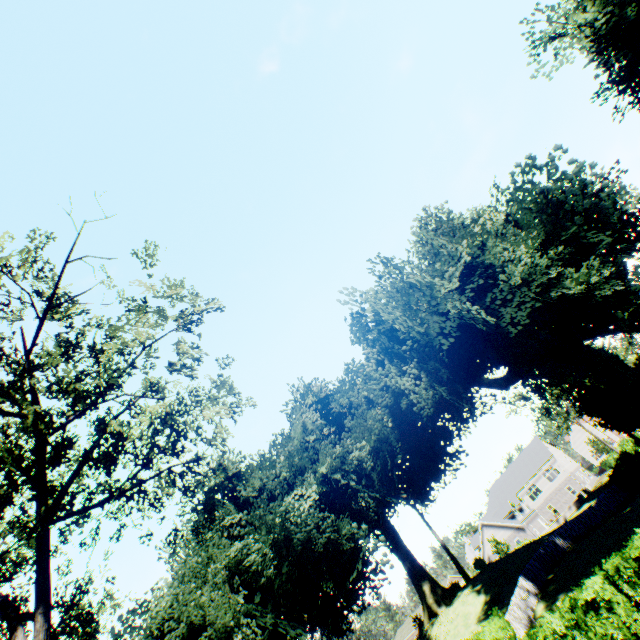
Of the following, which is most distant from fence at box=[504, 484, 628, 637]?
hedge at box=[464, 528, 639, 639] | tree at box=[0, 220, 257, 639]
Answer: tree at box=[0, 220, 257, 639]

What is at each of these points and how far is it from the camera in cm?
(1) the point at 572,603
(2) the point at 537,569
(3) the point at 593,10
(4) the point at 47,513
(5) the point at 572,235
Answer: (1) hedge, 1088
(2) fence, 2389
(3) plant, 1731
(4) tree, 1131
(5) plant, 2028

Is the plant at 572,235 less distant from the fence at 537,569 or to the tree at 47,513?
the fence at 537,569

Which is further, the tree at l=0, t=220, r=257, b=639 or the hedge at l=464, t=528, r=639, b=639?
the tree at l=0, t=220, r=257, b=639

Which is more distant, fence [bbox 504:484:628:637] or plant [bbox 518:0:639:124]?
fence [bbox 504:484:628:637]

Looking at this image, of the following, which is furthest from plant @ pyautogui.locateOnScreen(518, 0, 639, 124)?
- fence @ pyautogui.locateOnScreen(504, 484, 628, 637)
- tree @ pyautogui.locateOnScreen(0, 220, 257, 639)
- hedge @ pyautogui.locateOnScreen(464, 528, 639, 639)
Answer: tree @ pyautogui.locateOnScreen(0, 220, 257, 639)

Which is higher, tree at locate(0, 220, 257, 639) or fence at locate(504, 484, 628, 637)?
tree at locate(0, 220, 257, 639)

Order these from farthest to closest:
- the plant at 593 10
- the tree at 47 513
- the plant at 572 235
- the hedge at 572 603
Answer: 1. the plant at 572 235
2. the plant at 593 10
3. the tree at 47 513
4. the hedge at 572 603
